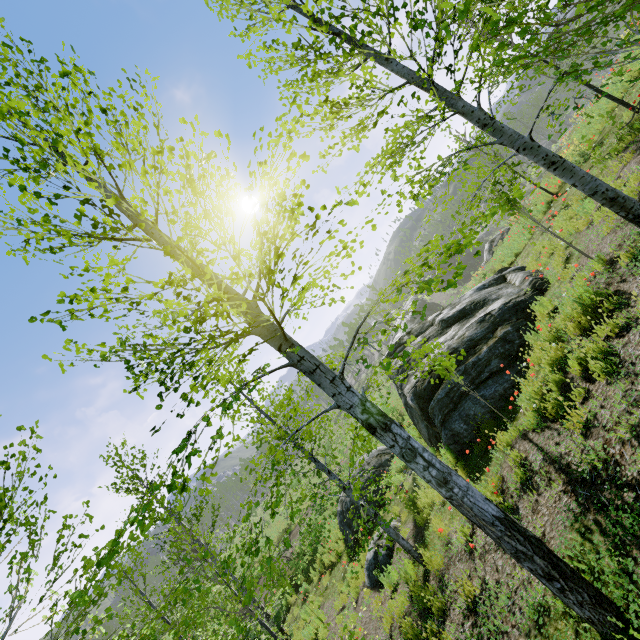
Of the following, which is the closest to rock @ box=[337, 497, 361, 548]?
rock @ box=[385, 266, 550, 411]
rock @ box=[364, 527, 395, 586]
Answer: rock @ box=[385, 266, 550, 411]

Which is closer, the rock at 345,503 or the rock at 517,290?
the rock at 517,290

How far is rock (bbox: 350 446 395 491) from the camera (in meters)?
13.00

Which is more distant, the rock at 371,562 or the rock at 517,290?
the rock at 371,562

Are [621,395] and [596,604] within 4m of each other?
yes

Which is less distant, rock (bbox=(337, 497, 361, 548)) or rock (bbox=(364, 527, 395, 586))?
rock (bbox=(364, 527, 395, 586))

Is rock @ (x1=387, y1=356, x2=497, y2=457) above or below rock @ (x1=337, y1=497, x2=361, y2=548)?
above

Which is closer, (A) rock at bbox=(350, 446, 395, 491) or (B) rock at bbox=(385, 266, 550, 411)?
(B) rock at bbox=(385, 266, 550, 411)
